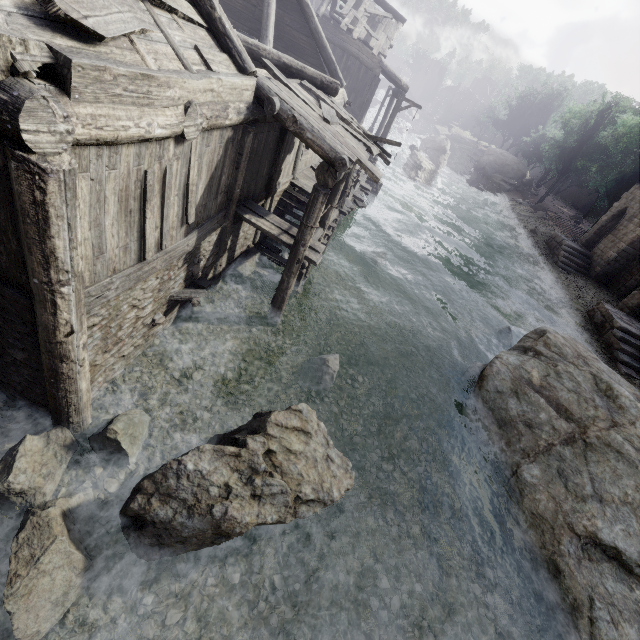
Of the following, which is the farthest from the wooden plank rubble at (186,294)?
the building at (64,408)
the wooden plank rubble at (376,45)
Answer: the wooden plank rubble at (376,45)

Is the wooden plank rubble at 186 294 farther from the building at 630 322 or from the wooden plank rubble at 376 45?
the wooden plank rubble at 376 45

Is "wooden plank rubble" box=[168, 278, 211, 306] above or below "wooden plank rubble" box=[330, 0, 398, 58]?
below

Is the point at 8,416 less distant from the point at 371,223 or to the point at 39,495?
the point at 39,495

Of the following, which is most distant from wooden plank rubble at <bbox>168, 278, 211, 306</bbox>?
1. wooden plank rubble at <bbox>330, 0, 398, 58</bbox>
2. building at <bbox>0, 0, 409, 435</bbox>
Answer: wooden plank rubble at <bbox>330, 0, 398, 58</bbox>

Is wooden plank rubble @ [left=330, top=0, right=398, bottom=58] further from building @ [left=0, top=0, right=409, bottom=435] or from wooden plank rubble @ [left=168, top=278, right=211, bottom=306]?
wooden plank rubble @ [left=168, top=278, right=211, bottom=306]
